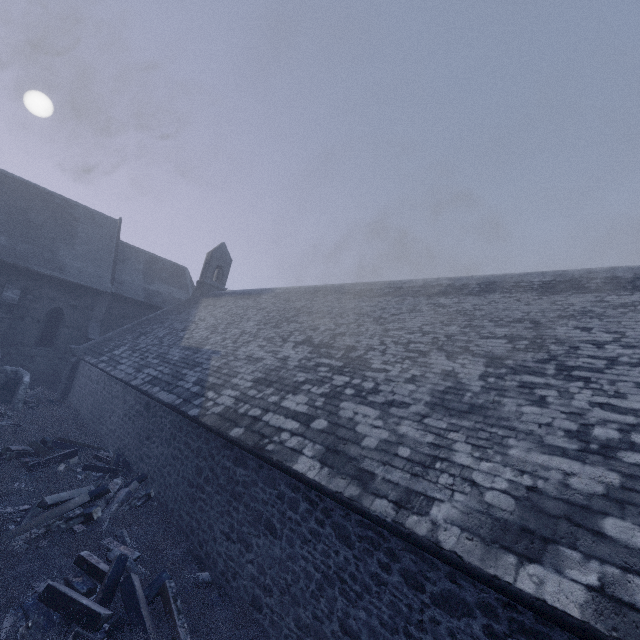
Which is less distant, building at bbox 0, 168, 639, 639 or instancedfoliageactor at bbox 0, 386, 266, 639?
building at bbox 0, 168, 639, 639

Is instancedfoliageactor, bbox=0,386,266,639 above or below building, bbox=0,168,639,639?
below

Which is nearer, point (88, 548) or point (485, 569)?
point (485, 569)

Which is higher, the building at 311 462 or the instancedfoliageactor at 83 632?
the building at 311 462

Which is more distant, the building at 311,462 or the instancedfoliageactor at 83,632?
the instancedfoliageactor at 83,632
